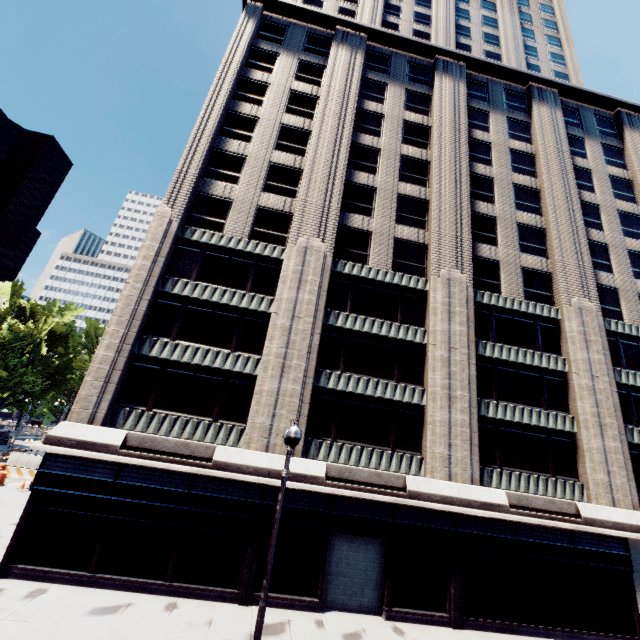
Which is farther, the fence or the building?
the fence

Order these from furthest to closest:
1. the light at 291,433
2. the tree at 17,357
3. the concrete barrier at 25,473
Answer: the tree at 17,357
the concrete barrier at 25,473
the light at 291,433

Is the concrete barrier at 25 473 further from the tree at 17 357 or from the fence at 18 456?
the tree at 17 357

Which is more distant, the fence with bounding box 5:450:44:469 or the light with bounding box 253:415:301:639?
the fence with bounding box 5:450:44:469

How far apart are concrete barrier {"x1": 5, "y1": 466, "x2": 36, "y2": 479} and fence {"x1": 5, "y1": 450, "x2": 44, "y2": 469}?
0.0m

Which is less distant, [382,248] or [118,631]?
[118,631]

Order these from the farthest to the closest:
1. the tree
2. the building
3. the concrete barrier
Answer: the tree < the concrete barrier < the building

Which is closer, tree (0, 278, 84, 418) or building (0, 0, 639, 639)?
building (0, 0, 639, 639)
